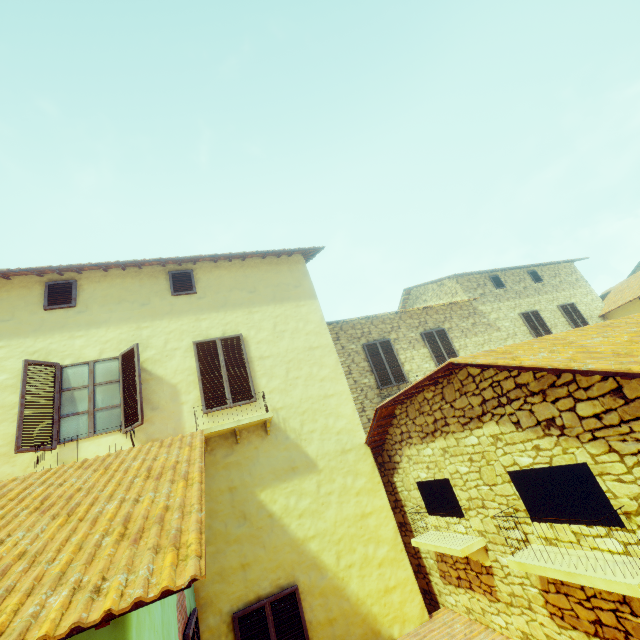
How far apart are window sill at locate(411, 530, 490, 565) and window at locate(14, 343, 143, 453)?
5.5 meters

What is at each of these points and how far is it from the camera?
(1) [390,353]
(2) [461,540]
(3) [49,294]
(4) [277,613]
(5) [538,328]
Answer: (1) window, 11.2m
(2) window sill, 5.1m
(3) window, 7.0m
(4) window, 5.4m
(5) window, 13.7m

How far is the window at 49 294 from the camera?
6.9m

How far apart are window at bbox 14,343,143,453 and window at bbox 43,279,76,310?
1.31m

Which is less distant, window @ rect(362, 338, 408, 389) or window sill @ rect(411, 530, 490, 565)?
window sill @ rect(411, 530, 490, 565)

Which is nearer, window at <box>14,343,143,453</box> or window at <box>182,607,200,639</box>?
window at <box>182,607,200,639</box>

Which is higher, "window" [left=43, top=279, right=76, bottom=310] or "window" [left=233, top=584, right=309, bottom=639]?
"window" [left=43, top=279, right=76, bottom=310]

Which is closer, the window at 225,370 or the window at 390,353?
the window at 225,370
